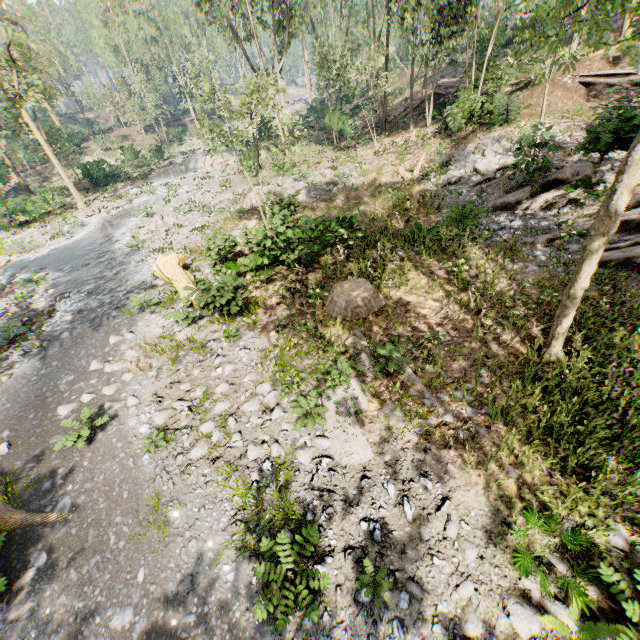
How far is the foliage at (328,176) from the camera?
21.1m

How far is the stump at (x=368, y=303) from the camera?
9.72m

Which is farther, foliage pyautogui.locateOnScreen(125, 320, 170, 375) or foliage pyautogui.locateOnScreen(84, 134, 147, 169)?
foliage pyautogui.locateOnScreen(84, 134, 147, 169)

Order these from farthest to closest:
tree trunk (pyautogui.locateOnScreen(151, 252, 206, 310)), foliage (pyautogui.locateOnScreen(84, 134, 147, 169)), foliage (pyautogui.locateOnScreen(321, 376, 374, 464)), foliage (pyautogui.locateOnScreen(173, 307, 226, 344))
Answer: foliage (pyautogui.locateOnScreen(84, 134, 147, 169)) → foliage (pyautogui.locateOnScreen(173, 307, 226, 344)) → tree trunk (pyautogui.locateOnScreen(151, 252, 206, 310)) → foliage (pyautogui.locateOnScreen(321, 376, 374, 464))

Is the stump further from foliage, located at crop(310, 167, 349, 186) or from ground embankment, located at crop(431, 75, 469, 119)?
ground embankment, located at crop(431, 75, 469, 119)

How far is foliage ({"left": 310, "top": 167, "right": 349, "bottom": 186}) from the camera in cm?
2108

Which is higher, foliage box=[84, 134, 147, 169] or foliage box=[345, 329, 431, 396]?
foliage box=[84, 134, 147, 169]

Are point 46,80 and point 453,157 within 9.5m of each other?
no
